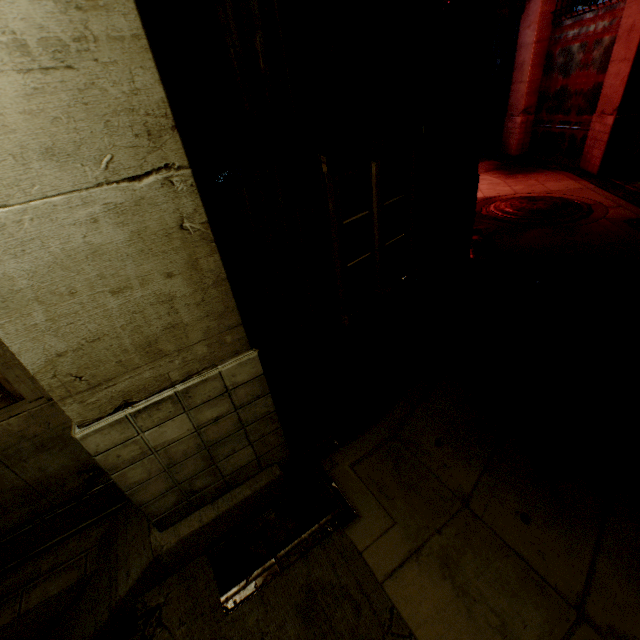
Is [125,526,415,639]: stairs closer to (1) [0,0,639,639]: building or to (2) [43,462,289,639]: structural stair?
(2) [43,462,289,639]: structural stair

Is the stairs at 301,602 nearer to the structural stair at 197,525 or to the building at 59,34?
the structural stair at 197,525

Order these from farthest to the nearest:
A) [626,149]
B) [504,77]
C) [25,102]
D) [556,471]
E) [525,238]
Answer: [504,77]
[626,149]
[525,238]
[556,471]
[25,102]

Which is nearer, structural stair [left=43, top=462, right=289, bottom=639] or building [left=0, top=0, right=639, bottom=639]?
building [left=0, top=0, right=639, bottom=639]

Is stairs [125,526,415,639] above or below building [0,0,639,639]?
below

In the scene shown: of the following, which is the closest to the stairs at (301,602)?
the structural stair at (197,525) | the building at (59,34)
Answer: the structural stair at (197,525)

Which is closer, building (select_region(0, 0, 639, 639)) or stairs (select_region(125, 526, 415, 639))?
building (select_region(0, 0, 639, 639))

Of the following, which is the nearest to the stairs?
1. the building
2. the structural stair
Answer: the structural stair
